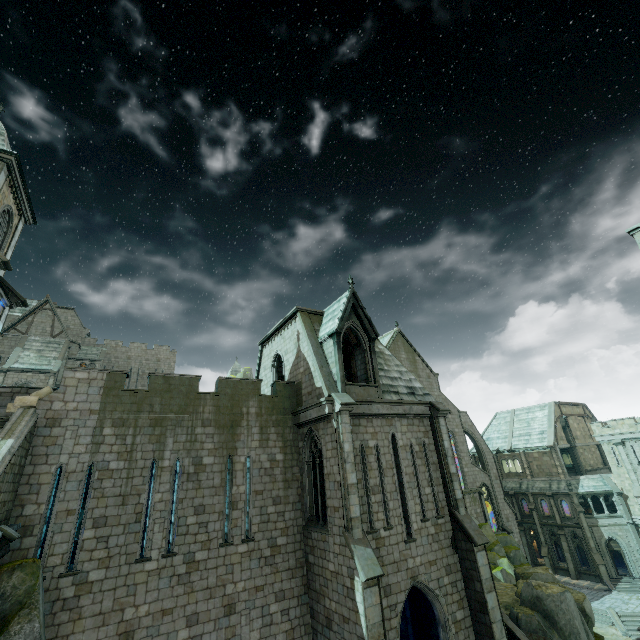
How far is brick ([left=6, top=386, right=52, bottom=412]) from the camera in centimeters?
1214cm

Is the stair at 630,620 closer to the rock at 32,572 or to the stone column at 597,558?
the stone column at 597,558

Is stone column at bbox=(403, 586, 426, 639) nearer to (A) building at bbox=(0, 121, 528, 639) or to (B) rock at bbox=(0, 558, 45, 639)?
(A) building at bbox=(0, 121, 528, 639)

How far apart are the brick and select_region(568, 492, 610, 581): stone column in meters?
52.7 m

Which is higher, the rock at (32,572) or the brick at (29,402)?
the brick at (29,402)

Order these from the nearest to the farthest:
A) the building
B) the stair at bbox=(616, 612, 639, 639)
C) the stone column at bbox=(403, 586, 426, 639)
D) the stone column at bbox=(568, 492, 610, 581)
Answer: the building < the stone column at bbox=(403, 586, 426, 639) < the stair at bbox=(616, 612, 639, 639) < the stone column at bbox=(568, 492, 610, 581)

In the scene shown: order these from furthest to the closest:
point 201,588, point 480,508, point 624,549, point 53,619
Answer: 1. point 480,508
2. point 624,549
3. point 201,588
4. point 53,619

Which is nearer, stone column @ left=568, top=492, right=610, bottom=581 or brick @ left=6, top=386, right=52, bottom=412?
brick @ left=6, top=386, right=52, bottom=412
